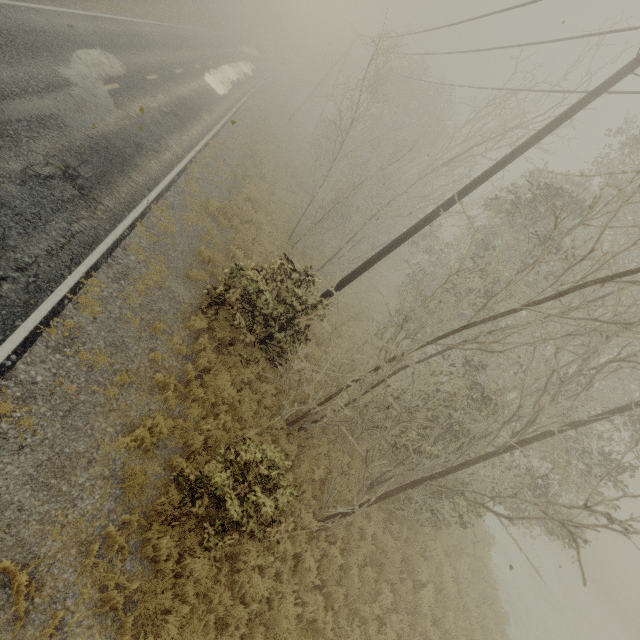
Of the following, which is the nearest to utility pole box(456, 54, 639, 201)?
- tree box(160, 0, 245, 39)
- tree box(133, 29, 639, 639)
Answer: tree box(133, 29, 639, 639)

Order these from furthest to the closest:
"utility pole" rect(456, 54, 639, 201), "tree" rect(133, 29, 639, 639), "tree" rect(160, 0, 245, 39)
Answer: "tree" rect(160, 0, 245, 39), "utility pole" rect(456, 54, 639, 201), "tree" rect(133, 29, 639, 639)

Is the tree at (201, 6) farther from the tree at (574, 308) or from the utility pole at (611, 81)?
the utility pole at (611, 81)

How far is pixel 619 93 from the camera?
8.0 meters

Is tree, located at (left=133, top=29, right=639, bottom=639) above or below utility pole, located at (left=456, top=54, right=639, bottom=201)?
below

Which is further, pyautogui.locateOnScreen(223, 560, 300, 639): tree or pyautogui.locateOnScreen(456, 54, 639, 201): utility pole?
pyautogui.locateOnScreen(456, 54, 639, 201): utility pole

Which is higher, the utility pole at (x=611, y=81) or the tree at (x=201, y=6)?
the utility pole at (x=611, y=81)
